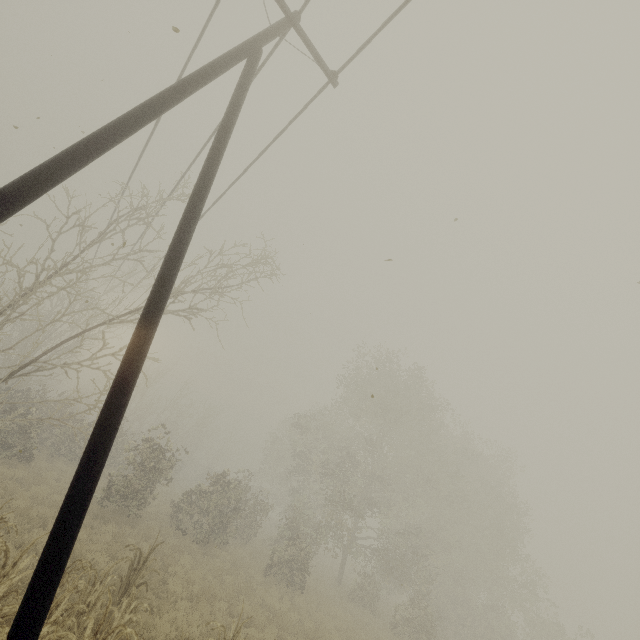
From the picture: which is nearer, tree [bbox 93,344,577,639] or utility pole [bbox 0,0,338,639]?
utility pole [bbox 0,0,338,639]

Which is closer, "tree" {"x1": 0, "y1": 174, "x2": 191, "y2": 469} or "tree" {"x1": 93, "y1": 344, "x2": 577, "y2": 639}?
"tree" {"x1": 0, "y1": 174, "x2": 191, "y2": 469}

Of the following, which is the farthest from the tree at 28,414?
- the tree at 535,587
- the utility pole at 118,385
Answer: the tree at 535,587

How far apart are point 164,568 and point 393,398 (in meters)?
17.02

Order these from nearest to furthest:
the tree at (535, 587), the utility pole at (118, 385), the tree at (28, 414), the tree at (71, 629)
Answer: the utility pole at (118, 385), the tree at (71, 629), the tree at (28, 414), the tree at (535, 587)

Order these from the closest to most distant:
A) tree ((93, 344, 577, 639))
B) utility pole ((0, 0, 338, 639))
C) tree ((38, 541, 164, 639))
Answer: utility pole ((0, 0, 338, 639)) → tree ((38, 541, 164, 639)) → tree ((93, 344, 577, 639))

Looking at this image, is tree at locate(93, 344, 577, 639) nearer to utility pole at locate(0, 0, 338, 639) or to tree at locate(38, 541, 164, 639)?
tree at locate(38, 541, 164, 639)
